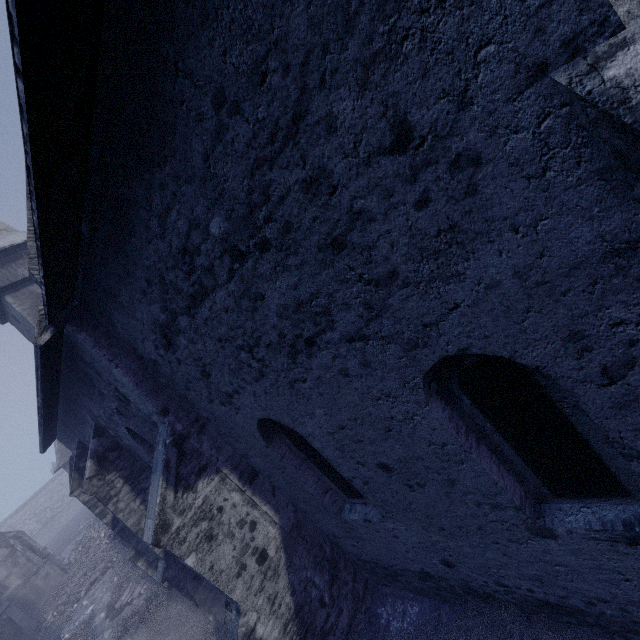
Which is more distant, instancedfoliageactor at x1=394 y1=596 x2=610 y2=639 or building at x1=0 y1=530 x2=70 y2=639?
building at x1=0 y1=530 x2=70 y2=639

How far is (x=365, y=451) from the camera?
3.6m

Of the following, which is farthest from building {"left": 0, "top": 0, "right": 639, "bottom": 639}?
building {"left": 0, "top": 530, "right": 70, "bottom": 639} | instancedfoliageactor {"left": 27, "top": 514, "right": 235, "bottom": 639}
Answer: building {"left": 0, "top": 530, "right": 70, "bottom": 639}

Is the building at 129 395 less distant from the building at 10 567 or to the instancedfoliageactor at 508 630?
the instancedfoliageactor at 508 630

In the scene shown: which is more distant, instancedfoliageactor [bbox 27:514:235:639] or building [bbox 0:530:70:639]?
building [bbox 0:530:70:639]

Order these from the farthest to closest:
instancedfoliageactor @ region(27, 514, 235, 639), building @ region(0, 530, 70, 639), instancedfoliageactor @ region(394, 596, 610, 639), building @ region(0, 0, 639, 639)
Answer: building @ region(0, 530, 70, 639) < instancedfoliageactor @ region(27, 514, 235, 639) < instancedfoliageactor @ region(394, 596, 610, 639) < building @ region(0, 0, 639, 639)

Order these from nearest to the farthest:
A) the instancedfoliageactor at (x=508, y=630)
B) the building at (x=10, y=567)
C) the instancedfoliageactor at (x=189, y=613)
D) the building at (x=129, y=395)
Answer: the building at (x=129, y=395)
the instancedfoliageactor at (x=508, y=630)
the instancedfoliageactor at (x=189, y=613)
the building at (x=10, y=567)

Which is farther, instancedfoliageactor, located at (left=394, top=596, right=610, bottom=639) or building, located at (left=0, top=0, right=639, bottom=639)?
instancedfoliageactor, located at (left=394, top=596, right=610, bottom=639)
